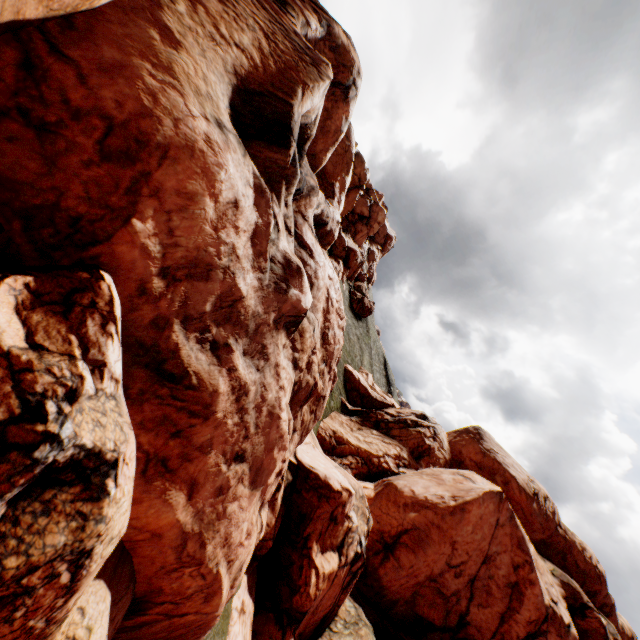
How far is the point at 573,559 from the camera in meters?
33.3 m
